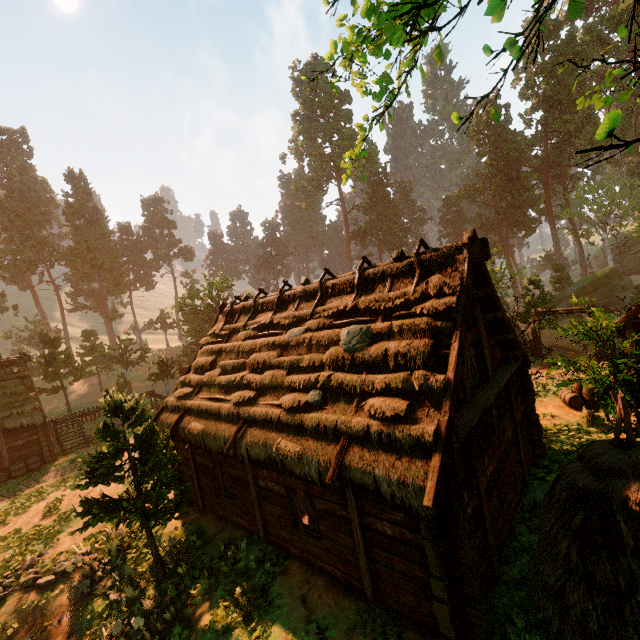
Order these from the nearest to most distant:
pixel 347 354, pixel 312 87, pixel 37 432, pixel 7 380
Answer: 1. pixel 347 354
2. pixel 37 432
3. pixel 7 380
4. pixel 312 87

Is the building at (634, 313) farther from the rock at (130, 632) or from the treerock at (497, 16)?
the rock at (130, 632)

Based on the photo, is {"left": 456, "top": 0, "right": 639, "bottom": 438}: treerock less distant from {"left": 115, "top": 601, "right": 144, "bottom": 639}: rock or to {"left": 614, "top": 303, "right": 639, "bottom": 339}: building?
{"left": 614, "top": 303, "right": 639, "bottom": 339}: building

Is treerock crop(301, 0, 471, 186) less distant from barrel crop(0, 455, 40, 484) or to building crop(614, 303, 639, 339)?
building crop(614, 303, 639, 339)

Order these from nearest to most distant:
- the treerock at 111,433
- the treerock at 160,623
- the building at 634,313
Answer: the treerock at 160,623
the treerock at 111,433
the building at 634,313

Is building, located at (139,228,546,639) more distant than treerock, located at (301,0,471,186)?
Yes

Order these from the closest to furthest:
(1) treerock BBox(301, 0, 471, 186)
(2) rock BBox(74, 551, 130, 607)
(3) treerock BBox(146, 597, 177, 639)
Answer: (1) treerock BBox(301, 0, 471, 186), (3) treerock BBox(146, 597, 177, 639), (2) rock BBox(74, 551, 130, 607)
